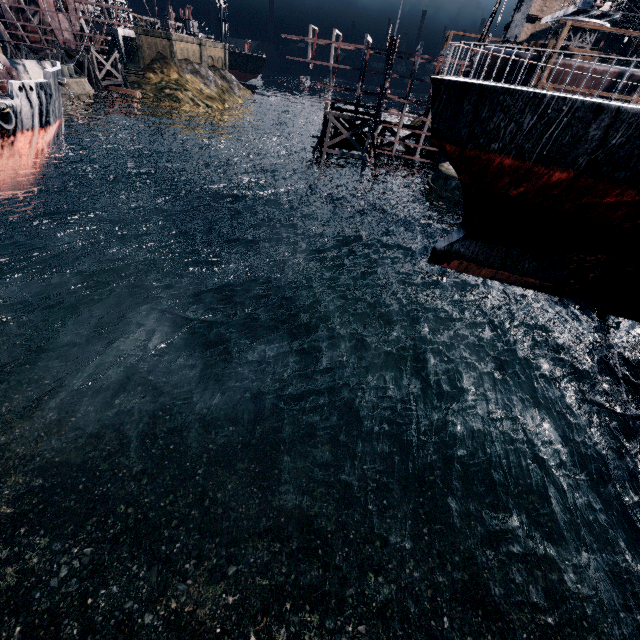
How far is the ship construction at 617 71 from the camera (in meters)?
26.42

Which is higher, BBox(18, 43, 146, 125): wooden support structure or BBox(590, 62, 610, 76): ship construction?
BBox(590, 62, 610, 76): ship construction

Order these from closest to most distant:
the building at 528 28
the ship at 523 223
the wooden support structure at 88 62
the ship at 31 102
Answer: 1. the ship at 523 223
2. the ship at 31 102
3. the wooden support structure at 88 62
4. the building at 528 28

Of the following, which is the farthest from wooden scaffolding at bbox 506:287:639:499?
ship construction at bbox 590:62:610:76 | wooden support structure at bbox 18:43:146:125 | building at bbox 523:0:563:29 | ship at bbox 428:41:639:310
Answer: building at bbox 523:0:563:29

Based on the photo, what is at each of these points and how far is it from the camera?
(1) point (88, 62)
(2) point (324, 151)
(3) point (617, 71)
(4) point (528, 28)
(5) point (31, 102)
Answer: (1) wooden support structure, 49.9 meters
(2) wooden support structure, 35.6 meters
(3) ship construction, 26.5 meters
(4) building, 59.9 meters
(5) ship, 24.1 meters

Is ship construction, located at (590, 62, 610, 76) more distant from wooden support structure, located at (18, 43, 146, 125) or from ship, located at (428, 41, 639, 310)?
wooden support structure, located at (18, 43, 146, 125)

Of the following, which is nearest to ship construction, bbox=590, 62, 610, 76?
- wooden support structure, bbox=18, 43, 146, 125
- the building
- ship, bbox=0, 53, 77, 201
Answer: ship, bbox=0, 53, 77, 201
